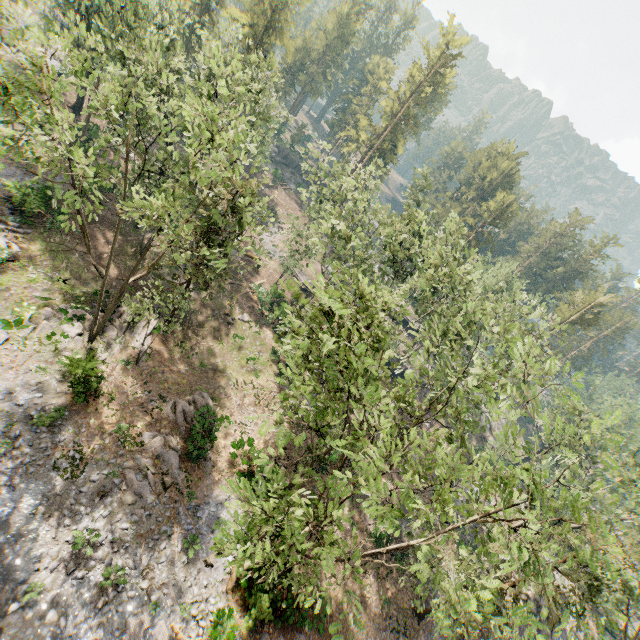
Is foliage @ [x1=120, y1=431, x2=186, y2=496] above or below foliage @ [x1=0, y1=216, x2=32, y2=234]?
above

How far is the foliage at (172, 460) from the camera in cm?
1844

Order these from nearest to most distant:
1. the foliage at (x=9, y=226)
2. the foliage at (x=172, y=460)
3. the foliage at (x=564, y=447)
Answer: the foliage at (x=564, y=447)
the foliage at (x=172, y=460)
the foliage at (x=9, y=226)

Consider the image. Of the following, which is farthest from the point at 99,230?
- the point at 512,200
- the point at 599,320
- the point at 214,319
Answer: the point at 599,320

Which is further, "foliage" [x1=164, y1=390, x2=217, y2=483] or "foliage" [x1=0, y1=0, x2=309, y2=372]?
"foliage" [x1=164, y1=390, x2=217, y2=483]
